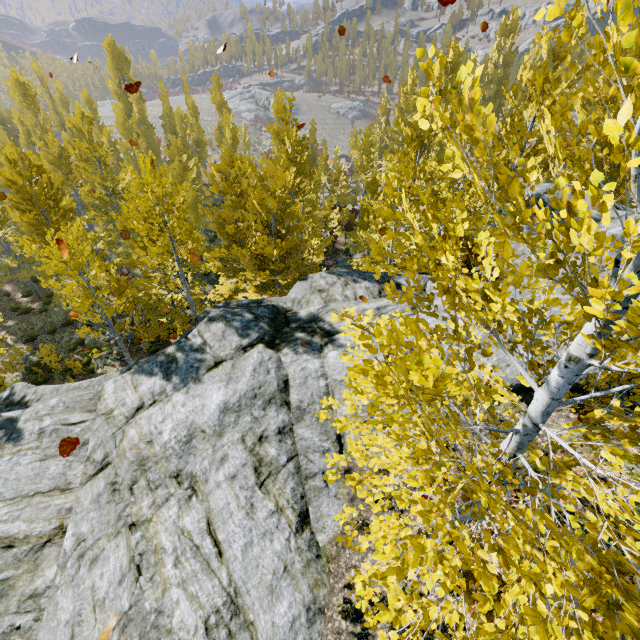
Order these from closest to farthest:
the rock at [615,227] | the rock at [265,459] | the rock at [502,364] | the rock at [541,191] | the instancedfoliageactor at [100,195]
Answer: the instancedfoliageactor at [100,195] < the rock at [265,459] < the rock at [502,364] < the rock at [615,227] < the rock at [541,191]

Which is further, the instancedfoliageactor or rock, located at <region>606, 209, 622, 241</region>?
rock, located at <region>606, 209, 622, 241</region>

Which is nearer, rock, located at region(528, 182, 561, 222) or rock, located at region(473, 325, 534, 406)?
rock, located at region(473, 325, 534, 406)

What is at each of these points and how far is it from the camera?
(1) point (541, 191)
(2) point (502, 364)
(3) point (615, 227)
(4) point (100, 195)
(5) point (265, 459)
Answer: (1) rock, 11.4 meters
(2) rock, 7.2 meters
(3) rock, 9.4 meters
(4) instancedfoliageactor, 19.1 meters
(5) rock, 7.1 meters

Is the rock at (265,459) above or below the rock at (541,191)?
below

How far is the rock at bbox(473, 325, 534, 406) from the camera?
7.0m
